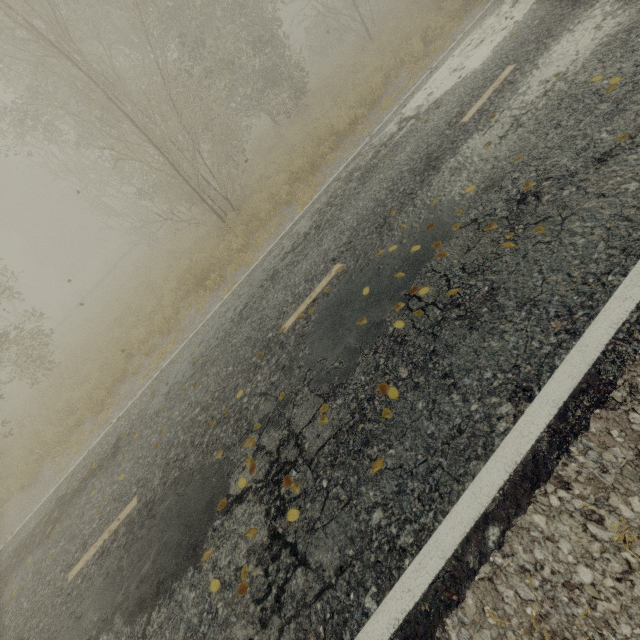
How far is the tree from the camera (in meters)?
3.31

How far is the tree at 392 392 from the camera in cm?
331

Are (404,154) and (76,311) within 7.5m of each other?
no
